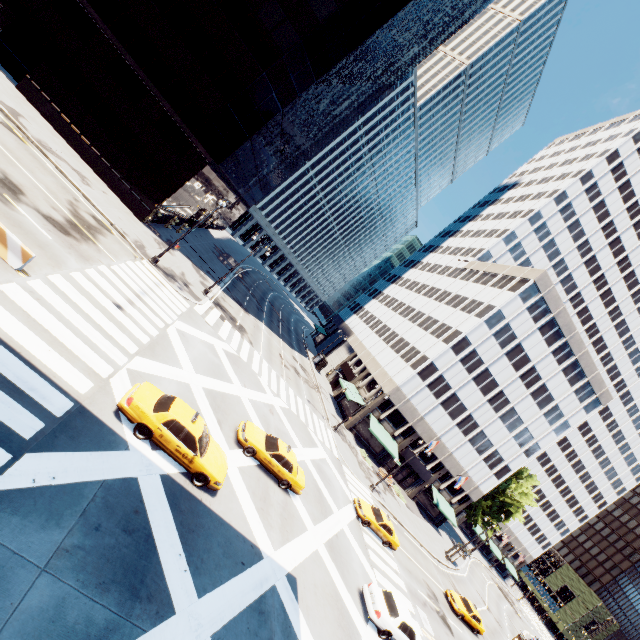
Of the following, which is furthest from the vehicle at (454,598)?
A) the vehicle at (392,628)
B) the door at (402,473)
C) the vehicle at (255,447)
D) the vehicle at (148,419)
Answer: the vehicle at (148,419)

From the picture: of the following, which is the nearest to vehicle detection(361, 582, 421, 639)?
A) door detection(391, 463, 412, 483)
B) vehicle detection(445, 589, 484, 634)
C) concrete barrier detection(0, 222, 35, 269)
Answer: vehicle detection(445, 589, 484, 634)

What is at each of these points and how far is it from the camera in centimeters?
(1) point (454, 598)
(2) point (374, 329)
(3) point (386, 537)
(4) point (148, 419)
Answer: (1) vehicle, 2947cm
(2) building, 5969cm
(3) vehicle, 2528cm
(4) vehicle, 1168cm

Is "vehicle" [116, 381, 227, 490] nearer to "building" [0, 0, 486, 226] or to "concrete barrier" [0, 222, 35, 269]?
"concrete barrier" [0, 222, 35, 269]

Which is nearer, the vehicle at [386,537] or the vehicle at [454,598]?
the vehicle at [386,537]

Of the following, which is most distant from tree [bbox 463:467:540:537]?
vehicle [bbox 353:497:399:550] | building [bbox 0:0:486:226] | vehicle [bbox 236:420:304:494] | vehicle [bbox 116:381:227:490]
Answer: building [bbox 0:0:486:226]

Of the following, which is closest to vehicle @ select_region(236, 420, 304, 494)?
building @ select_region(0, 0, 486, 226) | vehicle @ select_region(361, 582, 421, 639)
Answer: vehicle @ select_region(361, 582, 421, 639)

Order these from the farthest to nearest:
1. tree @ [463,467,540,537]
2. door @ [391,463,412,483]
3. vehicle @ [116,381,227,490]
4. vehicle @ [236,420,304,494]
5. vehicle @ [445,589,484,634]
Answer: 1. tree @ [463,467,540,537]
2. door @ [391,463,412,483]
3. vehicle @ [445,589,484,634]
4. vehicle @ [236,420,304,494]
5. vehicle @ [116,381,227,490]
